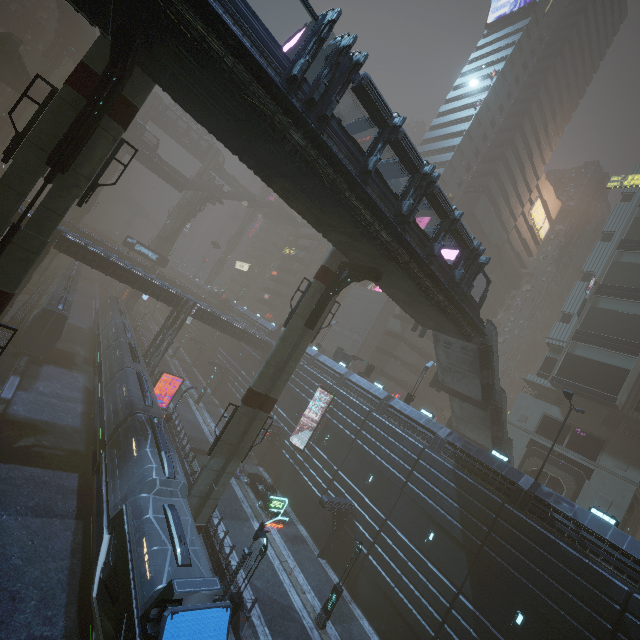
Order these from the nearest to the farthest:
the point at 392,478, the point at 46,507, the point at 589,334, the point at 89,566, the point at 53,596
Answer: the point at 53,596 < the point at 89,566 < the point at 46,507 < the point at 392,478 < the point at 589,334

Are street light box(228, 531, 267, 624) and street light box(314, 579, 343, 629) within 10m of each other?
yes

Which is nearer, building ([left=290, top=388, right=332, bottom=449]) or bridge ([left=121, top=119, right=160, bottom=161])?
building ([left=290, top=388, right=332, bottom=449])

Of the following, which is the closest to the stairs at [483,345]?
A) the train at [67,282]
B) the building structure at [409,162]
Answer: the building structure at [409,162]

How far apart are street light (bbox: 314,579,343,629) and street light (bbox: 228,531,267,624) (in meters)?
6.69

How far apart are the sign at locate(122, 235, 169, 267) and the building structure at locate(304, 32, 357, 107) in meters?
54.4

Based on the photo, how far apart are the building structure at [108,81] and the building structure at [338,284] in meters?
13.3
